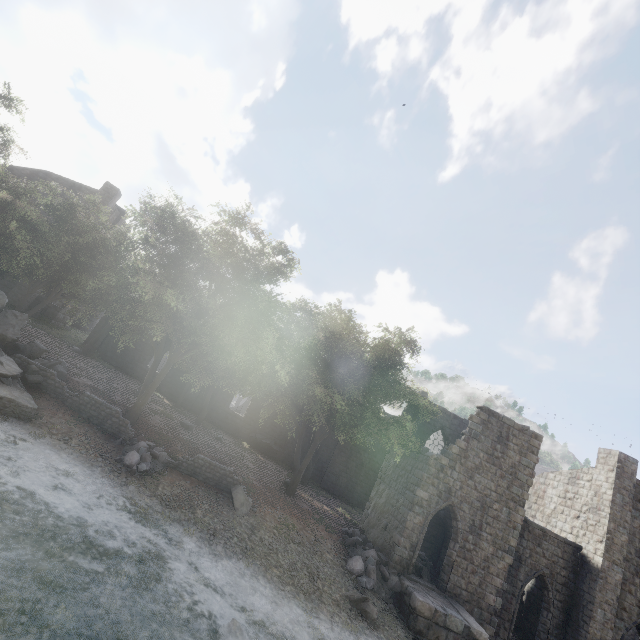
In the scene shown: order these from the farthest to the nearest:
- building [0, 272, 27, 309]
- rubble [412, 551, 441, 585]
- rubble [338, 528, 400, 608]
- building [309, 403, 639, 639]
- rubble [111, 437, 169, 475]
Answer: building [0, 272, 27, 309], rubble [412, 551, 441, 585], building [309, 403, 639, 639], rubble [338, 528, 400, 608], rubble [111, 437, 169, 475]

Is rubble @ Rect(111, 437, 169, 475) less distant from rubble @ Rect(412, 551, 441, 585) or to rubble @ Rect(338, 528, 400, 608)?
rubble @ Rect(338, 528, 400, 608)

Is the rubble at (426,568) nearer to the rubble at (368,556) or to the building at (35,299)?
the building at (35,299)

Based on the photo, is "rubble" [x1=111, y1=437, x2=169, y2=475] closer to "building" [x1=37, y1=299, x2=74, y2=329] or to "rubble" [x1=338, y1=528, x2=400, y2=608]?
"rubble" [x1=338, y1=528, x2=400, y2=608]

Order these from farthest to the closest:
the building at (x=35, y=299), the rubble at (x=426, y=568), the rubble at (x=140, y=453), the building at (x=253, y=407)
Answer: the building at (x=253, y=407) → the building at (x=35, y=299) → the rubble at (x=426, y=568) → the rubble at (x=140, y=453)

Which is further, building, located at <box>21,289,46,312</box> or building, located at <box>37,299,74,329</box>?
building, located at <box>37,299,74,329</box>

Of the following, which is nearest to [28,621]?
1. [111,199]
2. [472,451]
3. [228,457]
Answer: [228,457]

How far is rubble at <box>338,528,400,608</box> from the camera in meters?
14.6
